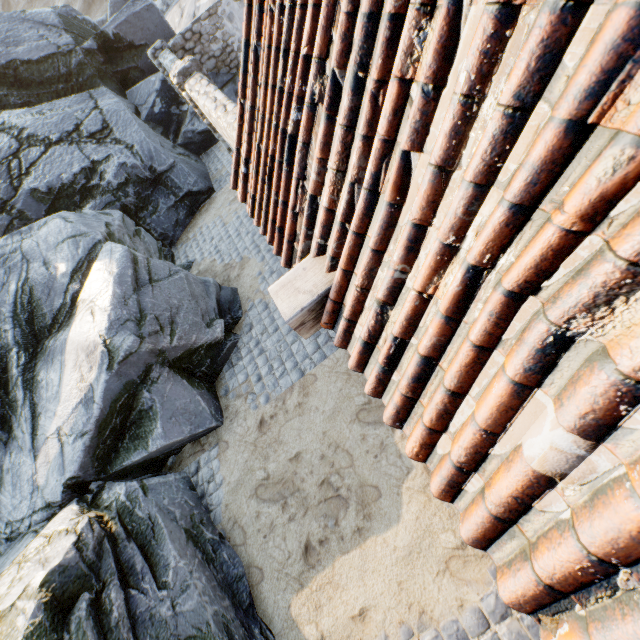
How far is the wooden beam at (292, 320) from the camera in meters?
2.0

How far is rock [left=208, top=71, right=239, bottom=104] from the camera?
12.12m

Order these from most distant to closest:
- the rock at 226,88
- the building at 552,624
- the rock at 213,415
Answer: the rock at 226,88
the rock at 213,415
the building at 552,624

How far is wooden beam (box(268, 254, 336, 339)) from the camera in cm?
200

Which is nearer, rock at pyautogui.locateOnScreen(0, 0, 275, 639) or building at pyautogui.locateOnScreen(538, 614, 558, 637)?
building at pyautogui.locateOnScreen(538, 614, 558, 637)

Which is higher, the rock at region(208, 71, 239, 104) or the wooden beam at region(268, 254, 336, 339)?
the wooden beam at region(268, 254, 336, 339)

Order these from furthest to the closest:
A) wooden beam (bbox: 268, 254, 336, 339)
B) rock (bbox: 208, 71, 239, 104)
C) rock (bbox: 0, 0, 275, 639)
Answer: rock (bbox: 208, 71, 239, 104) < rock (bbox: 0, 0, 275, 639) < wooden beam (bbox: 268, 254, 336, 339)

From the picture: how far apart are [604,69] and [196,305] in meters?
6.6
